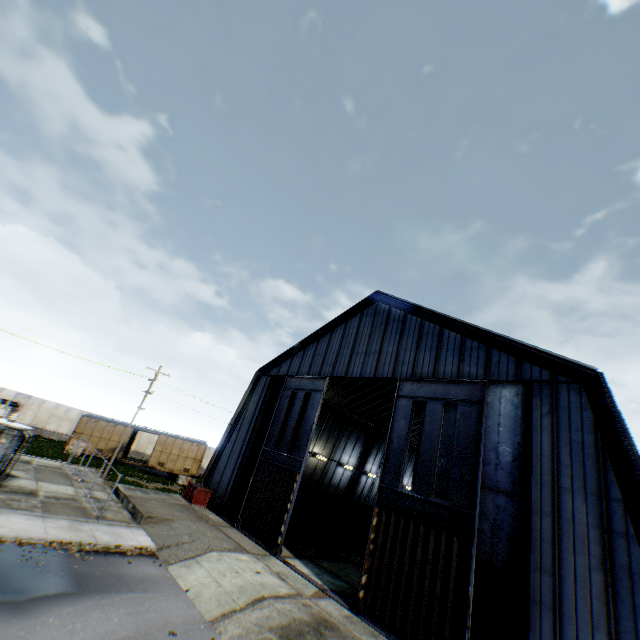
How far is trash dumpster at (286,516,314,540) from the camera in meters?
22.9

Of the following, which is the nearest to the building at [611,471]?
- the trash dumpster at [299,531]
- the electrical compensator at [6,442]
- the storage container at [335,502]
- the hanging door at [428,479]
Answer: the hanging door at [428,479]

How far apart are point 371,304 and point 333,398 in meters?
13.8

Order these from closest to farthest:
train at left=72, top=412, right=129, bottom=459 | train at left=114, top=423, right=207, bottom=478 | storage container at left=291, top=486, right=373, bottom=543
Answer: storage container at left=291, top=486, right=373, bottom=543, train at left=72, top=412, right=129, bottom=459, train at left=114, top=423, right=207, bottom=478

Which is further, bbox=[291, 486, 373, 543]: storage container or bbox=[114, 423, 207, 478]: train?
bbox=[114, 423, 207, 478]: train

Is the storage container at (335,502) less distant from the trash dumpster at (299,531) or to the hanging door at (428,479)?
the trash dumpster at (299,531)

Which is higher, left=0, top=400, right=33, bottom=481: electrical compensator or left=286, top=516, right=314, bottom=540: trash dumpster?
left=0, top=400, right=33, bottom=481: electrical compensator

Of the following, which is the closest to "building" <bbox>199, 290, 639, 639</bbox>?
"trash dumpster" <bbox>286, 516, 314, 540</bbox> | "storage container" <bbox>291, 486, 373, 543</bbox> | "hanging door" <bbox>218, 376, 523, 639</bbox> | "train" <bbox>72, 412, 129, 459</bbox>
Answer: "hanging door" <bbox>218, 376, 523, 639</bbox>
